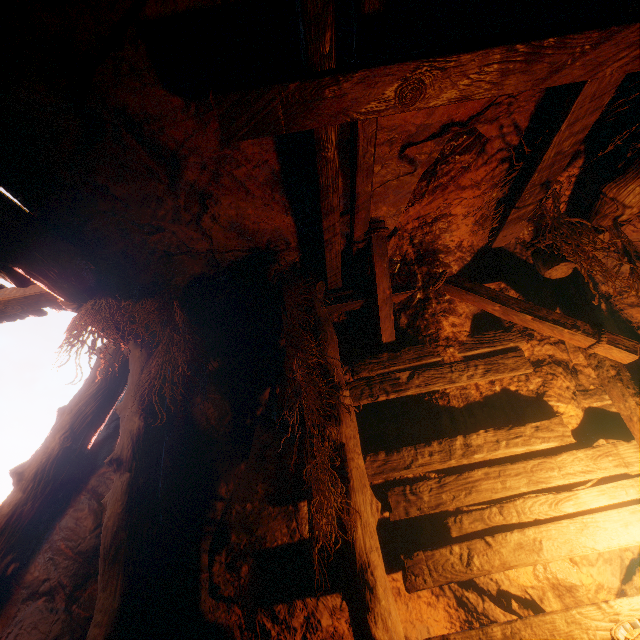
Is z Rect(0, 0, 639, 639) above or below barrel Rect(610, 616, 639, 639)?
above

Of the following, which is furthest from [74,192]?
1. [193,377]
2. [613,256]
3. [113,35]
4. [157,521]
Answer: [613,256]

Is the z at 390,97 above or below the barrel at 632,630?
above
